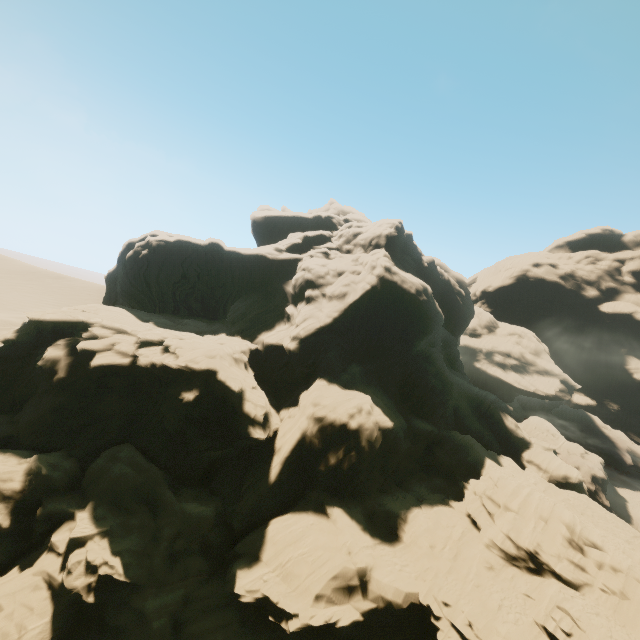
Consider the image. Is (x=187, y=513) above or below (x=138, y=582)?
above
